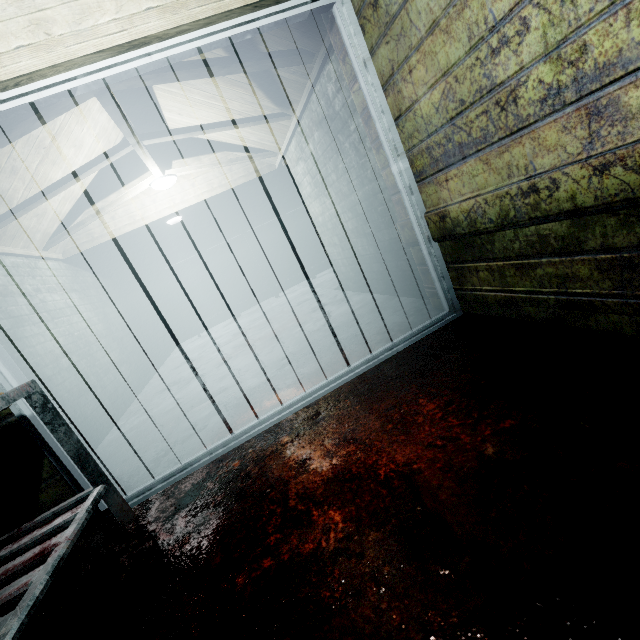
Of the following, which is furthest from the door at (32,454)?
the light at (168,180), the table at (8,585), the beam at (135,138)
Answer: the light at (168,180)

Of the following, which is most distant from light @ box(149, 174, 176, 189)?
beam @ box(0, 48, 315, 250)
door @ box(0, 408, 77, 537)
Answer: door @ box(0, 408, 77, 537)

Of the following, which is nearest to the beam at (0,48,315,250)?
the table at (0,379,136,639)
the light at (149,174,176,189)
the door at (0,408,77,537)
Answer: the light at (149,174,176,189)

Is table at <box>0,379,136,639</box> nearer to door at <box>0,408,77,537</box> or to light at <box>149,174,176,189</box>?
door at <box>0,408,77,537</box>

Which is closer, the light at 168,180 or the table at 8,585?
the table at 8,585

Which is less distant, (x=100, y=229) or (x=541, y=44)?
(x=541, y=44)

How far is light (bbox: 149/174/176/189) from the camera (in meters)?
3.83

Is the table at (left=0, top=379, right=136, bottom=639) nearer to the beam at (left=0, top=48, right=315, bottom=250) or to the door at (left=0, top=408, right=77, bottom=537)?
the door at (left=0, top=408, right=77, bottom=537)
